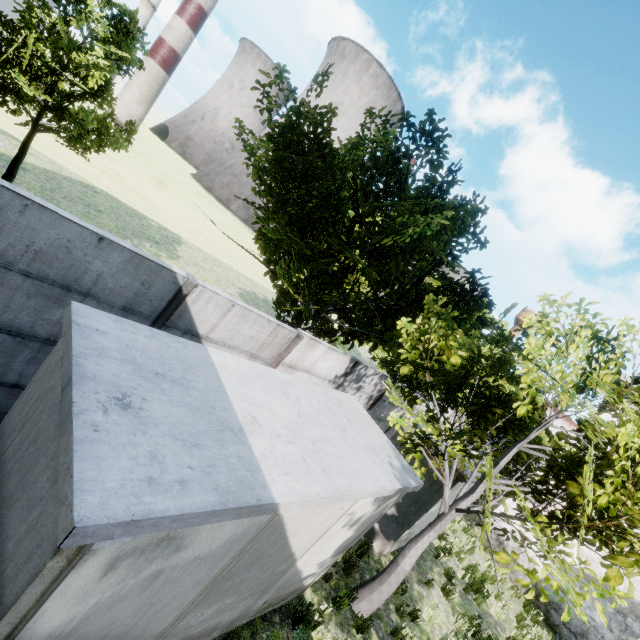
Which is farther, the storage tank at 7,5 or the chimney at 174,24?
the storage tank at 7,5

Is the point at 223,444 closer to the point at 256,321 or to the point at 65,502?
the point at 65,502

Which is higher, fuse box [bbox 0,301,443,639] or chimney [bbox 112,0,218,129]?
chimney [bbox 112,0,218,129]

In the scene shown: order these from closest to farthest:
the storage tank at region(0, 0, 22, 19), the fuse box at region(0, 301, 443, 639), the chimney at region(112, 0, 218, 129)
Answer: the fuse box at region(0, 301, 443, 639), the chimney at region(112, 0, 218, 129), the storage tank at region(0, 0, 22, 19)

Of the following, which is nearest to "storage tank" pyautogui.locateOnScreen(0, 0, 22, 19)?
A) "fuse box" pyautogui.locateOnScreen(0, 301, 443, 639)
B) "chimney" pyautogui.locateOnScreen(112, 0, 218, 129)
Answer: "chimney" pyautogui.locateOnScreen(112, 0, 218, 129)

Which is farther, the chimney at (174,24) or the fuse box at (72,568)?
the chimney at (174,24)

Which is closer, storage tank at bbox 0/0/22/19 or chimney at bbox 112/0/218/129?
chimney at bbox 112/0/218/129

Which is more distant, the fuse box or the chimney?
the chimney
